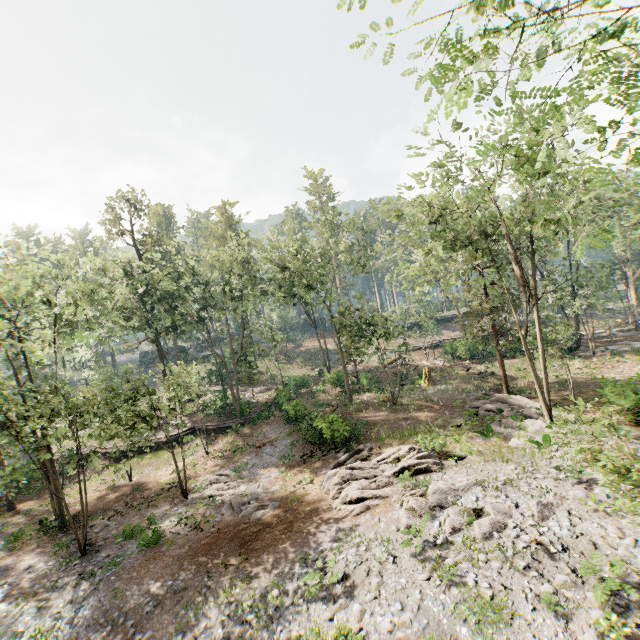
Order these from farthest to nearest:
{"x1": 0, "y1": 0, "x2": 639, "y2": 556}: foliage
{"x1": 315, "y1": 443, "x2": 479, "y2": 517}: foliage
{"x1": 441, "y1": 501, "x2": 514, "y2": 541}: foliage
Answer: {"x1": 315, "y1": 443, "x2": 479, "y2": 517}: foliage
{"x1": 441, "y1": 501, "x2": 514, "y2": 541}: foliage
{"x1": 0, "y1": 0, "x2": 639, "y2": 556}: foliage

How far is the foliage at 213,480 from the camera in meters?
18.1

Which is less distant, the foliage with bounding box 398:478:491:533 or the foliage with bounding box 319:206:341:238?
the foliage with bounding box 398:478:491:533

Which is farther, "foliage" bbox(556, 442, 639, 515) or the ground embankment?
the ground embankment

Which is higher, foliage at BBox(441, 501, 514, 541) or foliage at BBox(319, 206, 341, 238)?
foliage at BBox(319, 206, 341, 238)

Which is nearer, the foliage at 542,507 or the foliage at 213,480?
the foliage at 542,507

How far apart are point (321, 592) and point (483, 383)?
23.9m
